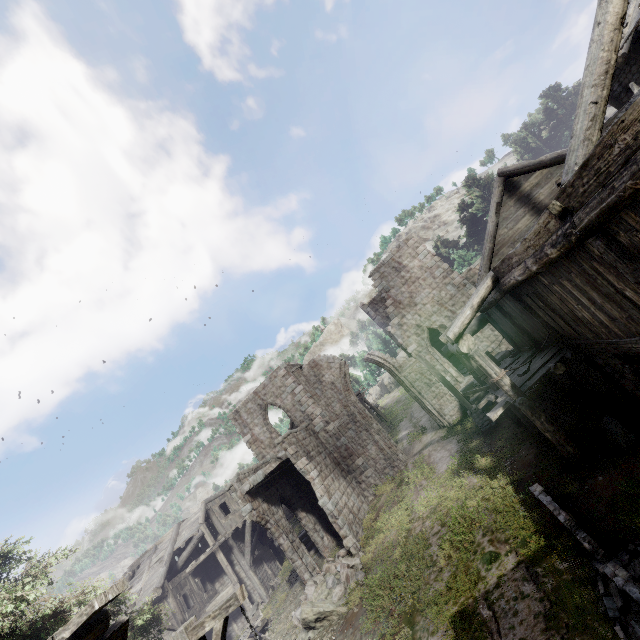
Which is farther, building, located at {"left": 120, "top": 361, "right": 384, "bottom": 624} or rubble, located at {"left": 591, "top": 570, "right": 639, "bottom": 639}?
building, located at {"left": 120, "top": 361, "right": 384, "bottom": 624}

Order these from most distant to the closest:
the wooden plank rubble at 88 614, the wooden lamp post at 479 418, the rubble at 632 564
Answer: the wooden lamp post at 479 418, the rubble at 632 564, the wooden plank rubble at 88 614

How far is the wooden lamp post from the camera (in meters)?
15.19

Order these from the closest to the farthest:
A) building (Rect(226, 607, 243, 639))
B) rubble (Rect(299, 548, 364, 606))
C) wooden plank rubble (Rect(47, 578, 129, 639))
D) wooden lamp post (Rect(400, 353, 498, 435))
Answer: wooden plank rubble (Rect(47, 578, 129, 639)), rubble (Rect(299, 548, 364, 606)), wooden lamp post (Rect(400, 353, 498, 435)), building (Rect(226, 607, 243, 639))

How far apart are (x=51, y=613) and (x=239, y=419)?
15.1 meters

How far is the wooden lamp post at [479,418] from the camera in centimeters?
1519cm

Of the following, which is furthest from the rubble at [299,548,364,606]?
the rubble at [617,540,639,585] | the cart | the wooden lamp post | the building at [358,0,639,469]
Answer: the rubble at [617,540,639,585]

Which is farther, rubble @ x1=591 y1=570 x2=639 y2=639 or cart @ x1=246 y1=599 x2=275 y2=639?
cart @ x1=246 y1=599 x2=275 y2=639
